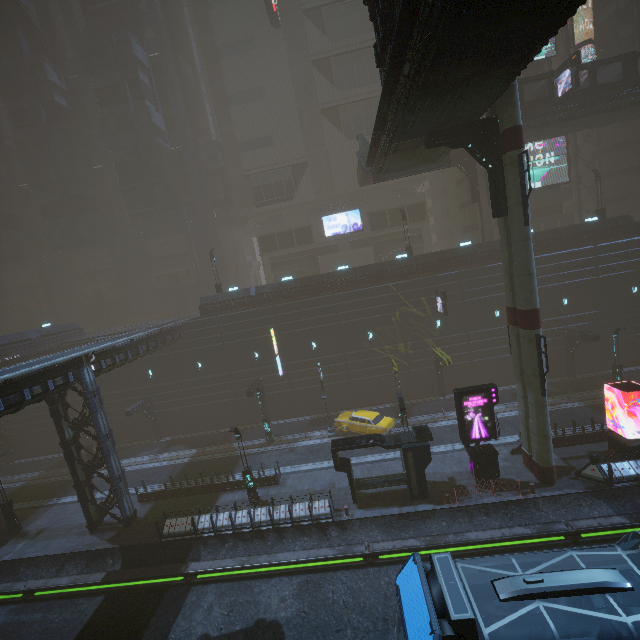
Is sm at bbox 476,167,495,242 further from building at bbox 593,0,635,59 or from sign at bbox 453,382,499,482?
sign at bbox 453,382,499,482

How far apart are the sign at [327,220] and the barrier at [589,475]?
34.2 meters

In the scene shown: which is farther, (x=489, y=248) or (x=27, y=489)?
(x=489, y=248)

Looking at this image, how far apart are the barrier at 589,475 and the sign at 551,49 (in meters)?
39.96

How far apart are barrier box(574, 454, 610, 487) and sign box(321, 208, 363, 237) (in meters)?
34.18

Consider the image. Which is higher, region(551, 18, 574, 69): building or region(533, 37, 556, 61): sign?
region(551, 18, 574, 69): building

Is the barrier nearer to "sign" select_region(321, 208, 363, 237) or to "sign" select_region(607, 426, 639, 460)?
"sign" select_region(607, 426, 639, 460)
